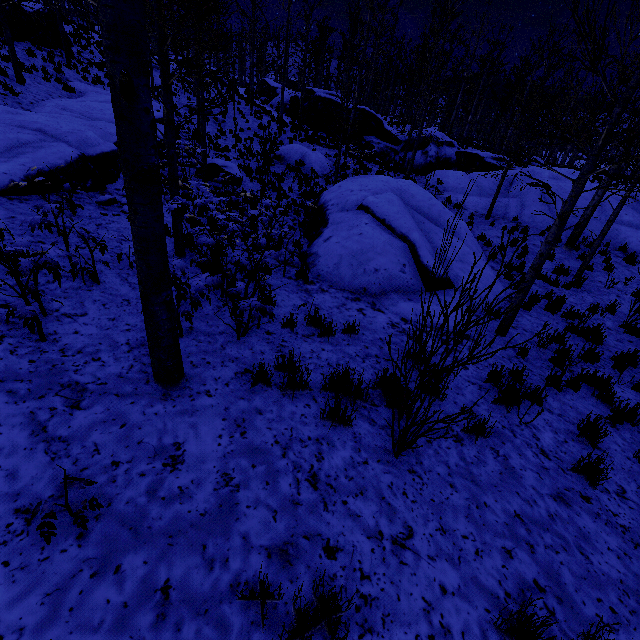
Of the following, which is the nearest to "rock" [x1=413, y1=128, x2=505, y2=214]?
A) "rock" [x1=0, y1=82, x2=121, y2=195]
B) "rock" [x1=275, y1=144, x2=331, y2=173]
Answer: "rock" [x1=275, y1=144, x2=331, y2=173]

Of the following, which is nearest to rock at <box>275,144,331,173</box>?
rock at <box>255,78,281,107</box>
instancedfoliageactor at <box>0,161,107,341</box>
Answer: rock at <box>255,78,281,107</box>

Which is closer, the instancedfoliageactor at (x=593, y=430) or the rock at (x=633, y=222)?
the instancedfoliageactor at (x=593, y=430)

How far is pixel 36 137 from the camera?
7.47m

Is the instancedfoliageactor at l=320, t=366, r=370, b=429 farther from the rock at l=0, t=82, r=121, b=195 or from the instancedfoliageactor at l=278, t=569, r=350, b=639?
the rock at l=0, t=82, r=121, b=195

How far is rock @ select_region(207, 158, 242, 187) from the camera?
12.9m

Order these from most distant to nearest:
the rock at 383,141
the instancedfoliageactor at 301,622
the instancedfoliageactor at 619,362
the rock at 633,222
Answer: the rock at 383,141
the rock at 633,222
the instancedfoliageactor at 619,362
the instancedfoliageactor at 301,622

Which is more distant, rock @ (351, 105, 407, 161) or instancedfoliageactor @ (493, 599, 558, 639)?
rock @ (351, 105, 407, 161)
